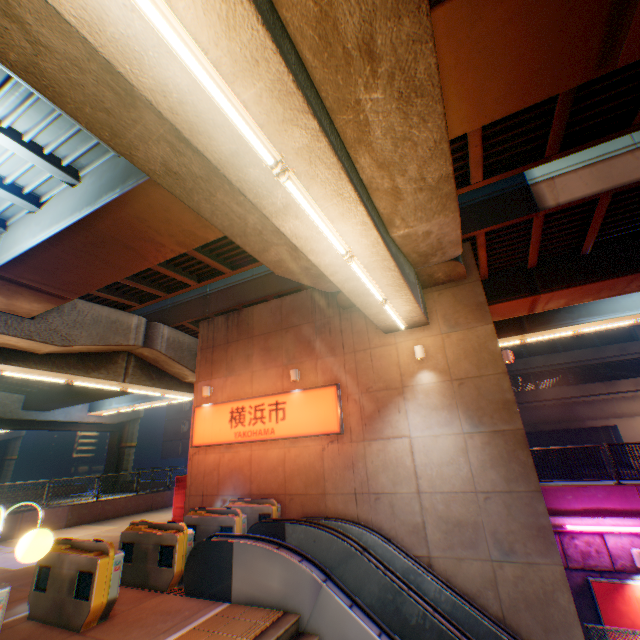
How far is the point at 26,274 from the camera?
8.9 meters

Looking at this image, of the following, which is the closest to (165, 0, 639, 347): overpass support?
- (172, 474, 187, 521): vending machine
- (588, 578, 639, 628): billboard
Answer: (172, 474, 187, 521): vending machine

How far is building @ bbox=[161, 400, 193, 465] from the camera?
45.9m

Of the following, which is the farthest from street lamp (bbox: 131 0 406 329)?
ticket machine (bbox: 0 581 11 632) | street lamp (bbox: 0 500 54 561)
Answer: ticket machine (bbox: 0 581 11 632)

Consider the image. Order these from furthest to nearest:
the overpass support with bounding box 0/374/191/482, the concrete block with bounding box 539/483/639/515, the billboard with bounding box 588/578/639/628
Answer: the overpass support with bounding box 0/374/191/482
the concrete block with bounding box 539/483/639/515
the billboard with bounding box 588/578/639/628

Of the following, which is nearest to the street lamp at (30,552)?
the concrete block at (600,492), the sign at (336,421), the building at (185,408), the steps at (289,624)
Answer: Result: the steps at (289,624)

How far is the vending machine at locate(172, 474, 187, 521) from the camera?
12.8 meters

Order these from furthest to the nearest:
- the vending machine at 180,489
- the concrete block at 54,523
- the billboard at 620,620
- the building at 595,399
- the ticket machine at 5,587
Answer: the building at 595,399 → the concrete block at 54,523 → the vending machine at 180,489 → the billboard at 620,620 → the ticket machine at 5,587
